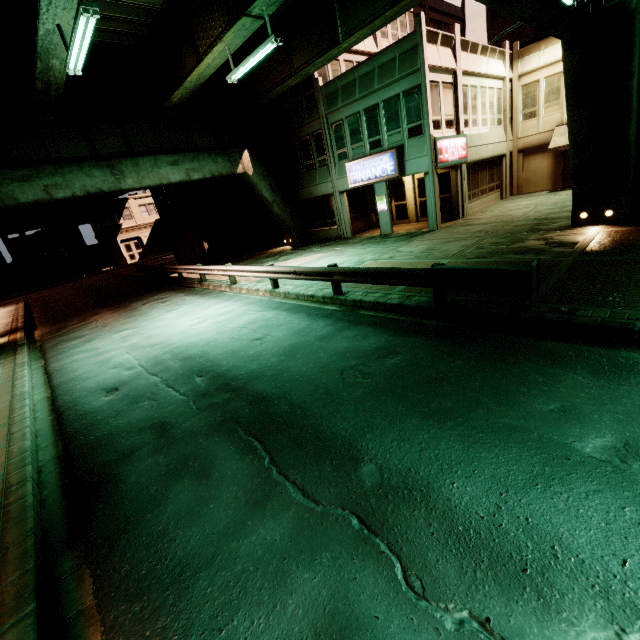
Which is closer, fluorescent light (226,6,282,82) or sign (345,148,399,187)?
fluorescent light (226,6,282,82)

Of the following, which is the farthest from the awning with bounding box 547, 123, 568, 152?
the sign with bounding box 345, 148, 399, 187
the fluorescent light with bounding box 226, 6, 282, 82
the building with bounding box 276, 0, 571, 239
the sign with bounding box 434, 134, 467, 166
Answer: the fluorescent light with bounding box 226, 6, 282, 82

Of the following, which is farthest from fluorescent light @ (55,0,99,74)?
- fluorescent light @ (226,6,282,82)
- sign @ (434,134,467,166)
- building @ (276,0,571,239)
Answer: sign @ (434,134,467,166)

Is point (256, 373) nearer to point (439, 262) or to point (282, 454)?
point (282, 454)

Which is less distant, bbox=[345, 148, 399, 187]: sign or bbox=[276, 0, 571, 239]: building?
bbox=[276, 0, 571, 239]: building

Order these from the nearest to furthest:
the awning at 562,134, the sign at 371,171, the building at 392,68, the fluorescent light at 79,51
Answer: the fluorescent light at 79,51, the building at 392,68, the sign at 371,171, the awning at 562,134

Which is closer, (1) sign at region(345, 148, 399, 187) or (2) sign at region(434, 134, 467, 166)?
(2) sign at region(434, 134, 467, 166)

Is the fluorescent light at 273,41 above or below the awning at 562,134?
above
